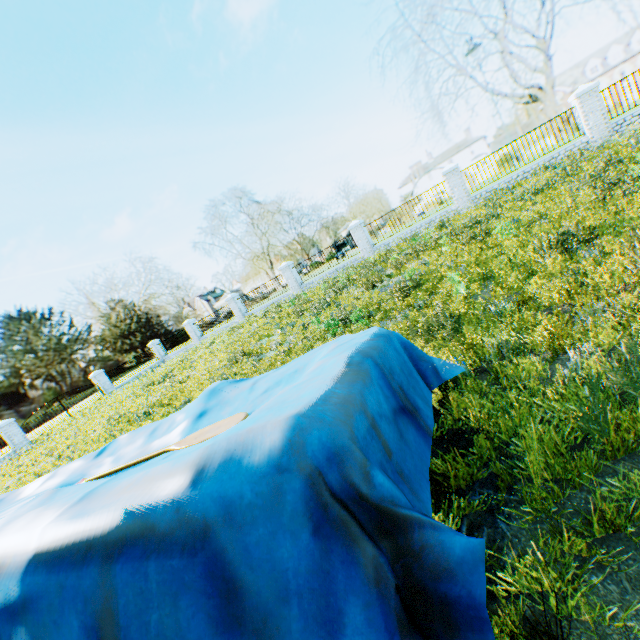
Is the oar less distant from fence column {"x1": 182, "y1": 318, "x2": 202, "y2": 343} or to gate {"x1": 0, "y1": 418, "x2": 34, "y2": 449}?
gate {"x1": 0, "y1": 418, "x2": 34, "y2": 449}

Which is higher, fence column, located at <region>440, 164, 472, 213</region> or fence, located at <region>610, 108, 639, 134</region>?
fence column, located at <region>440, 164, 472, 213</region>

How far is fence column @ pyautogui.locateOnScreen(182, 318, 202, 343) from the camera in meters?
27.1 m

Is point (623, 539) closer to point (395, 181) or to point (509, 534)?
point (509, 534)

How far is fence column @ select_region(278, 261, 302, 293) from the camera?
21.5 meters

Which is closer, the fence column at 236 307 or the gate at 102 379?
the fence column at 236 307

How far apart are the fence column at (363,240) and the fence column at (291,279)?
4.7m

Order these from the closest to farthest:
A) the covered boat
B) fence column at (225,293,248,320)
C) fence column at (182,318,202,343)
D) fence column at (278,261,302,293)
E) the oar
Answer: the covered boat → the oar → fence column at (278,261,302,293) → fence column at (225,293,248,320) → fence column at (182,318,202,343)
